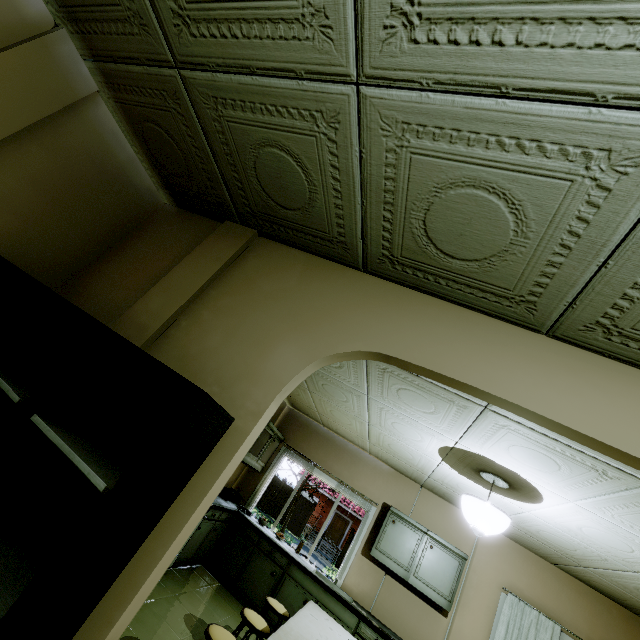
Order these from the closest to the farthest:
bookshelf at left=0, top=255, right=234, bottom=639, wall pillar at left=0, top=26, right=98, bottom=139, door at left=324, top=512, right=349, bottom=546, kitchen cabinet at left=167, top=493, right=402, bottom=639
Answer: bookshelf at left=0, top=255, right=234, bottom=639
wall pillar at left=0, top=26, right=98, bottom=139
kitchen cabinet at left=167, top=493, right=402, bottom=639
door at left=324, top=512, right=349, bottom=546

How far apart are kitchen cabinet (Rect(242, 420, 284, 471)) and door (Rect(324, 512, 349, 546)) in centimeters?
2640cm

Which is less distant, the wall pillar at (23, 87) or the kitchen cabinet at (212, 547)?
the wall pillar at (23, 87)

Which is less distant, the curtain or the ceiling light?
the ceiling light

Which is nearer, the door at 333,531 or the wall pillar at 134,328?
the wall pillar at 134,328

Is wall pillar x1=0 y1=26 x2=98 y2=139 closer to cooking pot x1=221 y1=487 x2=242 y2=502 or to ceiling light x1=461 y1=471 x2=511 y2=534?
ceiling light x1=461 y1=471 x2=511 y2=534

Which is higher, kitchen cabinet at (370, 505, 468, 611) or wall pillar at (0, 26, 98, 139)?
wall pillar at (0, 26, 98, 139)

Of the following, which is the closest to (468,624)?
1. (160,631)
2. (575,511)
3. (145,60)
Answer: (575,511)
